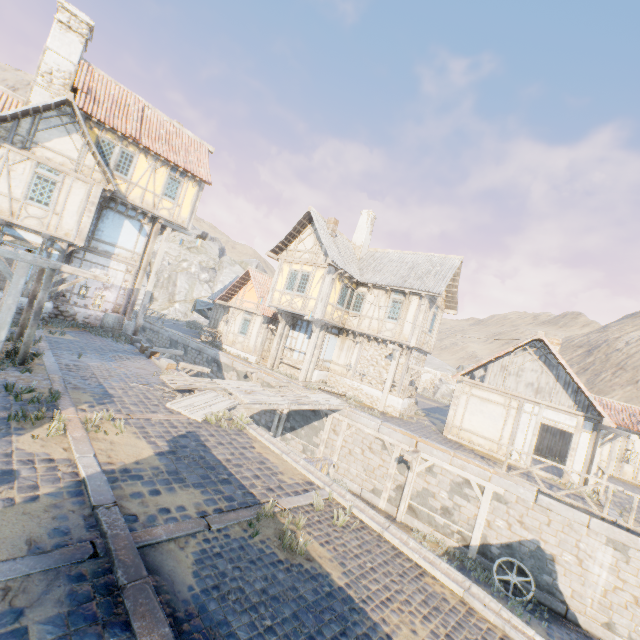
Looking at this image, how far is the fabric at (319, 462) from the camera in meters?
8.7 m

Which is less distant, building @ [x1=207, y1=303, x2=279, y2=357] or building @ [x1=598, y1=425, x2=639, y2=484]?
building @ [x1=598, y1=425, x2=639, y2=484]

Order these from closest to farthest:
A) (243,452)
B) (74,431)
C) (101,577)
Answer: (101,577) → (74,431) → (243,452)

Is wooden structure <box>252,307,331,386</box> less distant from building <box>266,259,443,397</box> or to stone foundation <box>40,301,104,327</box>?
building <box>266,259,443,397</box>

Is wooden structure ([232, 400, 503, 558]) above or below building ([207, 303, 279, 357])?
below

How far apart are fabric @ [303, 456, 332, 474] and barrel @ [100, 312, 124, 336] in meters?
13.3

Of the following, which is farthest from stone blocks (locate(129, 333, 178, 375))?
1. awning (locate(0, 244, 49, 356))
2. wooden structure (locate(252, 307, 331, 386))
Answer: awning (locate(0, 244, 49, 356))

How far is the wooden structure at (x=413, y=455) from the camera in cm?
1180
